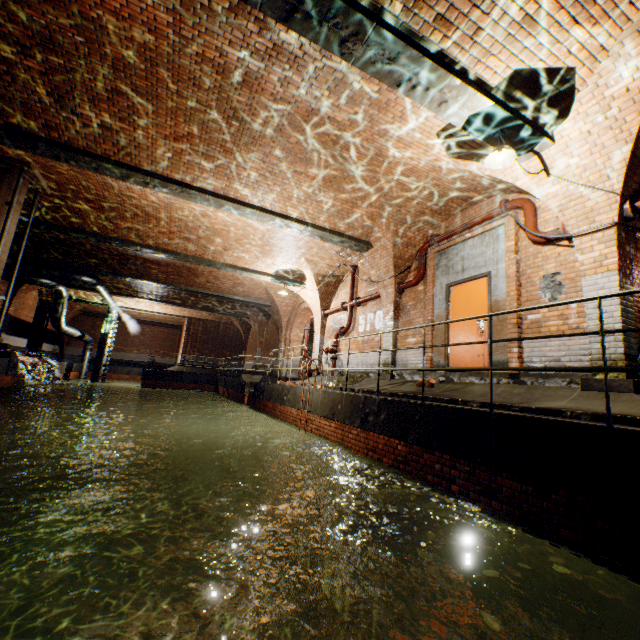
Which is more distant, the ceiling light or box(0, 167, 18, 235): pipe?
box(0, 167, 18, 235): pipe

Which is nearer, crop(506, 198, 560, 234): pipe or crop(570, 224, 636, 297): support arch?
crop(570, 224, 636, 297): support arch

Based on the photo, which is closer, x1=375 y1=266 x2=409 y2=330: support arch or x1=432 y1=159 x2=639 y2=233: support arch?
x1=432 y1=159 x2=639 y2=233: support arch

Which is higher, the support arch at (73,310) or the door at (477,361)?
the support arch at (73,310)

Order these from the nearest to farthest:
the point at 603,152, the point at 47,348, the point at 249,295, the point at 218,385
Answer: the point at 603,152, the point at 249,295, the point at 218,385, the point at 47,348

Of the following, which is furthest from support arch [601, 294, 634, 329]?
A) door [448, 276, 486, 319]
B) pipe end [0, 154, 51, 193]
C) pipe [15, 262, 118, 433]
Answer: pipe [15, 262, 118, 433]

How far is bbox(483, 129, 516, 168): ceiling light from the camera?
4.87m

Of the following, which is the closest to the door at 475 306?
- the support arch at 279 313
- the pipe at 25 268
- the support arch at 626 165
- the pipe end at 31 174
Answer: the support arch at 626 165
